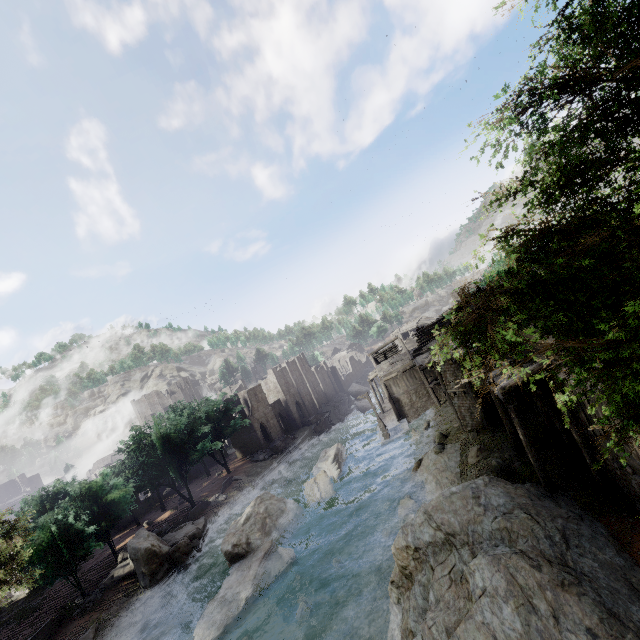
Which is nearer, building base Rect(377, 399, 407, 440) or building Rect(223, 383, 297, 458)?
building base Rect(377, 399, 407, 440)

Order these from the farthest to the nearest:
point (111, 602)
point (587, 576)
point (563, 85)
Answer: point (111, 602) < point (587, 576) < point (563, 85)

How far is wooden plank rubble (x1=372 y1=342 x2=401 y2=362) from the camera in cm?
4684

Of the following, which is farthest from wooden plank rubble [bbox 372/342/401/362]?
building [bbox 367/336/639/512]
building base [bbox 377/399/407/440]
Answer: building base [bbox 377/399/407/440]

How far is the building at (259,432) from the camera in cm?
5253

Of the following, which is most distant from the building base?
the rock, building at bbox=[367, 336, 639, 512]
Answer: the rock

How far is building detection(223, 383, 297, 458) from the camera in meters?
52.5 m

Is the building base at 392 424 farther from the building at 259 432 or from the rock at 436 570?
the rock at 436 570
